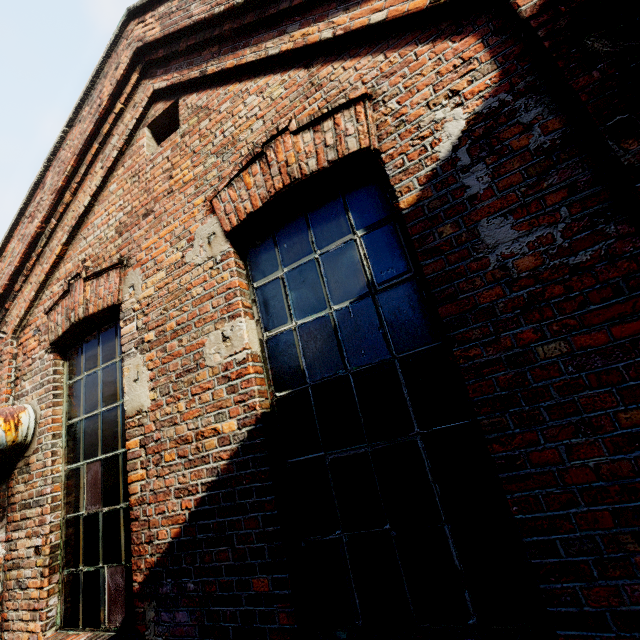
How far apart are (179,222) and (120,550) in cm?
284
